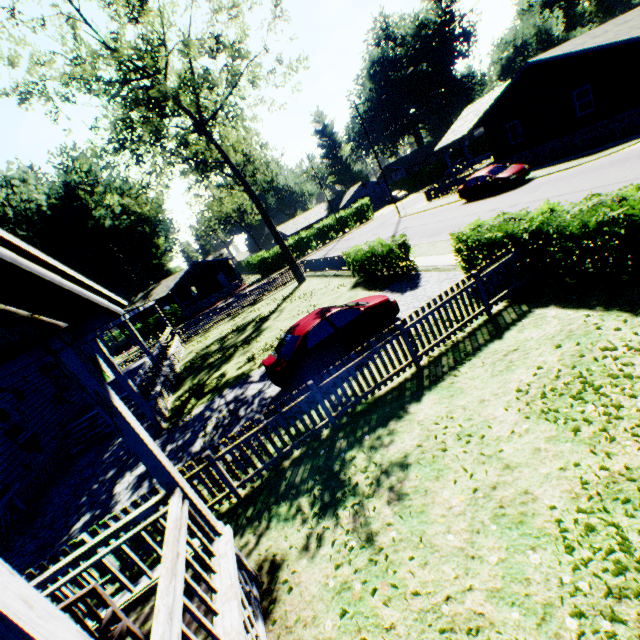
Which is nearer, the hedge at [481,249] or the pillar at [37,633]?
the pillar at [37,633]

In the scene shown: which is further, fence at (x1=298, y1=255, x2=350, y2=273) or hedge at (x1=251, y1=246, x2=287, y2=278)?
hedge at (x1=251, y1=246, x2=287, y2=278)

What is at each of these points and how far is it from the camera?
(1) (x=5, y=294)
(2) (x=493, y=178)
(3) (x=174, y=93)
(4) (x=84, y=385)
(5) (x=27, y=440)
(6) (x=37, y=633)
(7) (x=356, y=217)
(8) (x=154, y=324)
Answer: (1) flat, 2.9m
(2) car, 21.6m
(3) tree, 19.6m
(4) pillar, 3.7m
(5) house, 12.8m
(6) pillar, 1.7m
(7) hedge, 48.6m
(8) hedge, 41.4m

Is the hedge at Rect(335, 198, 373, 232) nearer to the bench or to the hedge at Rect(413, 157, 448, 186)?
the hedge at Rect(413, 157, 448, 186)

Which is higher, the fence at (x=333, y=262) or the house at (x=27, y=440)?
the house at (x=27, y=440)

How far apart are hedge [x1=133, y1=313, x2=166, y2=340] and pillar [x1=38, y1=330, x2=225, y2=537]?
40.82m

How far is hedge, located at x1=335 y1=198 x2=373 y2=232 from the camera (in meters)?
48.00

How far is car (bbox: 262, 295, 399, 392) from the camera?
9.1 meters
